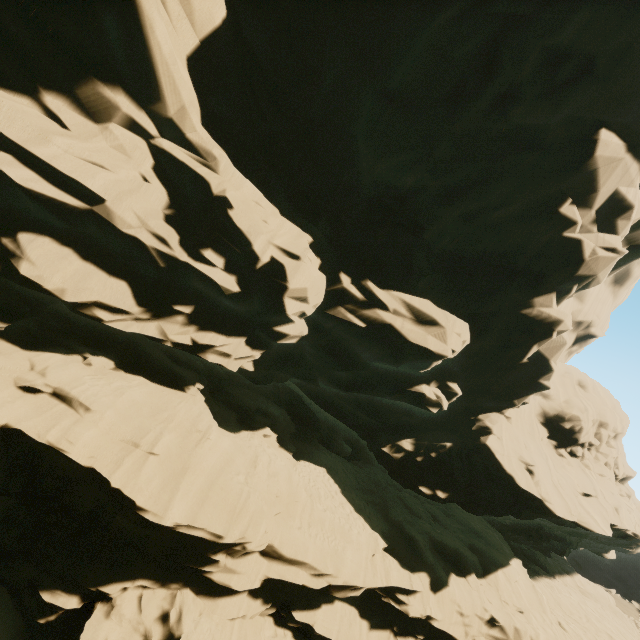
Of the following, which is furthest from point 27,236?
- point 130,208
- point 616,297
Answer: point 616,297
